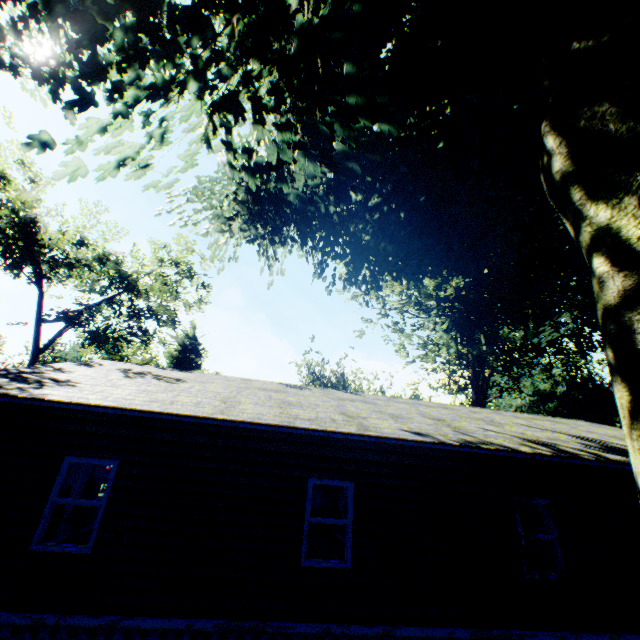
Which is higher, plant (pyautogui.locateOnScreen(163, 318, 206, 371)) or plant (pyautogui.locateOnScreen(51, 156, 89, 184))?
plant (pyautogui.locateOnScreen(163, 318, 206, 371))

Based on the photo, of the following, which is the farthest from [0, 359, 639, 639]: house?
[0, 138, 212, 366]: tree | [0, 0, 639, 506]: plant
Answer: [0, 138, 212, 366]: tree

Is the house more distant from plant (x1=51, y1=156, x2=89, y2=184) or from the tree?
the tree

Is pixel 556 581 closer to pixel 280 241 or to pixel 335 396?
pixel 335 396

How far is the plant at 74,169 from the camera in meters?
5.5 m

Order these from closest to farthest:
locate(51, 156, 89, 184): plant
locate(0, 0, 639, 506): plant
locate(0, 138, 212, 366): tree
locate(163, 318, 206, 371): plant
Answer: locate(0, 0, 639, 506): plant → locate(51, 156, 89, 184): plant → locate(0, 138, 212, 366): tree → locate(163, 318, 206, 371): plant

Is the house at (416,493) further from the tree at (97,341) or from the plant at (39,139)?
the tree at (97,341)
